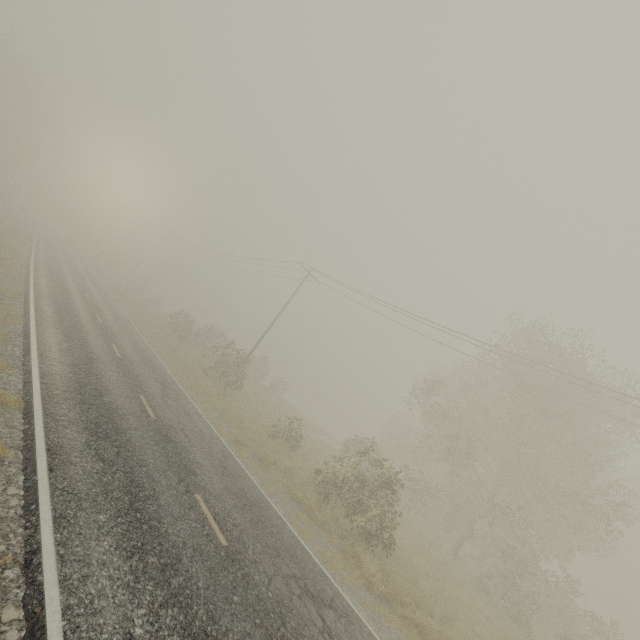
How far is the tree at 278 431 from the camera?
19.8m

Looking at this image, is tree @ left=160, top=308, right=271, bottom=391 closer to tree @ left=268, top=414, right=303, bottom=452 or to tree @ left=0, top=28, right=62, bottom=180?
tree @ left=268, top=414, right=303, bottom=452

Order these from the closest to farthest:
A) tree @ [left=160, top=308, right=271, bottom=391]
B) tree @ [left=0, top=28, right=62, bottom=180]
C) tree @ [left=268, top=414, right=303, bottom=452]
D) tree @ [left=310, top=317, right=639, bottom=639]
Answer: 1. tree @ [left=310, top=317, right=639, bottom=639]
2. tree @ [left=268, top=414, right=303, bottom=452]
3. tree @ [left=160, top=308, right=271, bottom=391]
4. tree @ [left=0, top=28, right=62, bottom=180]

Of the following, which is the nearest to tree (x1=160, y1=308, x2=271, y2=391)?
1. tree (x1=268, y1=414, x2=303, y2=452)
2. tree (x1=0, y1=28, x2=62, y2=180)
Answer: tree (x1=268, y1=414, x2=303, y2=452)

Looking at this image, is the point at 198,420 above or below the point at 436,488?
below

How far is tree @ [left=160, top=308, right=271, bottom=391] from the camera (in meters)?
25.22

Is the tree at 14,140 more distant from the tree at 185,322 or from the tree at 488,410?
the tree at 488,410
